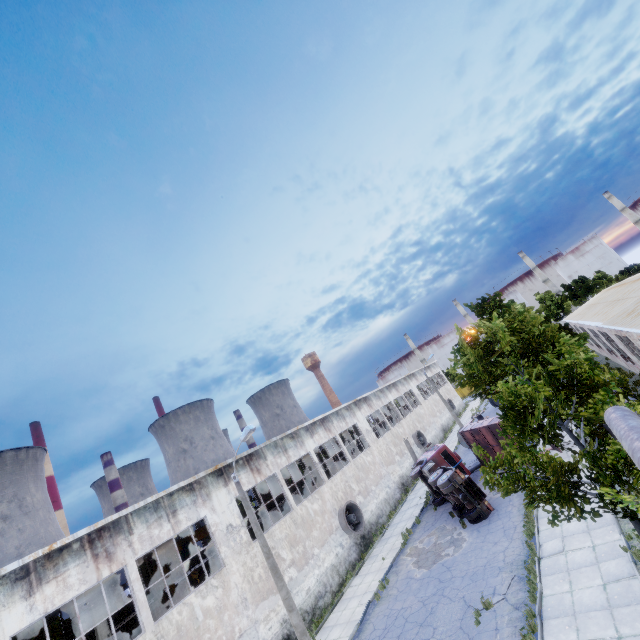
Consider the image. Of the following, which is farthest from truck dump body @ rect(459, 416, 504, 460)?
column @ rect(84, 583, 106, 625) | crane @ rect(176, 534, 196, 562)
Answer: column @ rect(84, 583, 106, 625)

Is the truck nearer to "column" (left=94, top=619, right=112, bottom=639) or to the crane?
the crane

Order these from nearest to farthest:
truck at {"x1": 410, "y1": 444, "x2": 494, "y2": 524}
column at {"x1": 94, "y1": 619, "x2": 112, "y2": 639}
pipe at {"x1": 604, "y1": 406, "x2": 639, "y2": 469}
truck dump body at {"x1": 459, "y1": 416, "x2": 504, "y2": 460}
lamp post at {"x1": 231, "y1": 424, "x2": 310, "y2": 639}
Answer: pipe at {"x1": 604, "y1": 406, "x2": 639, "y2": 469} → lamp post at {"x1": 231, "y1": 424, "x2": 310, "y2": 639} → column at {"x1": 94, "y1": 619, "x2": 112, "y2": 639} → truck at {"x1": 410, "y1": 444, "x2": 494, "y2": 524} → truck dump body at {"x1": 459, "y1": 416, "x2": 504, "y2": 460}

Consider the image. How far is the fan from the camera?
22.9 meters

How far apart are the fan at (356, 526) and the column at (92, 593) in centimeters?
1336cm

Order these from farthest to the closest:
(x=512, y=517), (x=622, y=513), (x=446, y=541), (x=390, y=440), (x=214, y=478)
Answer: (x=390, y=440)
(x=214, y=478)
(x=446, y=541)
(x=512, y=517)
(x=622, y=513)

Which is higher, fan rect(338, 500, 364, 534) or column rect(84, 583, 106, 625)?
column rect(84, 583, 106, 625)

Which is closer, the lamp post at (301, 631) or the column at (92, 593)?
the lamp post at (301, 631)
